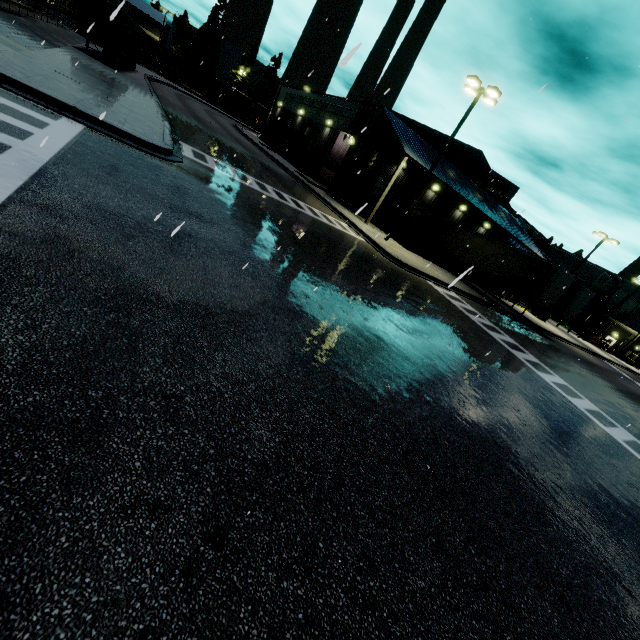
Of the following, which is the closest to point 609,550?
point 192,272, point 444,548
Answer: point 444,548

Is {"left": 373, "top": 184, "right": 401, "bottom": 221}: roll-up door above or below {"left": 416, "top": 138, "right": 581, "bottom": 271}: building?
below

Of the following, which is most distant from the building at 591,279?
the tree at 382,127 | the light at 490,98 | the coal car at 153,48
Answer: the light at 490,98

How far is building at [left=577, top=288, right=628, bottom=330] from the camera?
56.6 meters

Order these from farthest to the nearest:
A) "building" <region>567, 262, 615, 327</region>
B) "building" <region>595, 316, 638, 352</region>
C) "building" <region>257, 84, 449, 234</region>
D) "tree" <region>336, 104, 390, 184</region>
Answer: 1. "building" <region>595, 316, 638, 352</region>
2. "building" <region>567, 262, 615, 327</region>
3. "tree" <region>336, 104, 390, 184</region>
4. "building" <region>257, 84, 449, 234</region>

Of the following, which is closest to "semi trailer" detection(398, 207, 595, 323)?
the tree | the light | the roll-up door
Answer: the tree

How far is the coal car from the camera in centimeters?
5512cm

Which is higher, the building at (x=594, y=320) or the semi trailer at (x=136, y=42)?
the building at (x=594, y=320)
